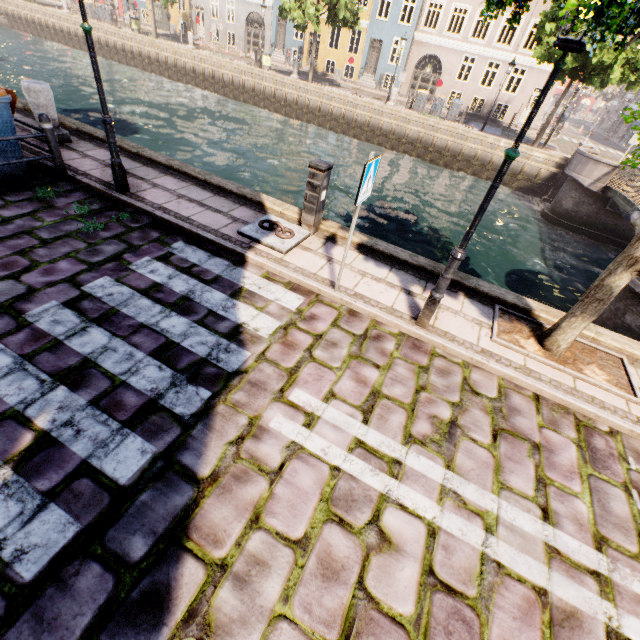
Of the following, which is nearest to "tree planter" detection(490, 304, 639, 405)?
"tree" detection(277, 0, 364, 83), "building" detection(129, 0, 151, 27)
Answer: "tree" detection(277, 0, 364, 83)

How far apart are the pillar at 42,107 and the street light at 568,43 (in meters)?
8.69

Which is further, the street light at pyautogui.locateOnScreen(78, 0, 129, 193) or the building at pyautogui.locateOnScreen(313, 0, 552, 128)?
the building at pyautogui.locateOnScreen(313, 0, 552, 128)

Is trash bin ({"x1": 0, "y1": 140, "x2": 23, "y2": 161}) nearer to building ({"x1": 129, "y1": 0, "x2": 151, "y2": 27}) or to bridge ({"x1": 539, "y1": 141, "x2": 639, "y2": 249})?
bridge ({"x1": 539, "y1": 141, "x2": 639, "y2": 249})

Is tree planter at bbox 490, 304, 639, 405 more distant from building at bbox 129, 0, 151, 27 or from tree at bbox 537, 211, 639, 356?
building at bbox 129, 0, 151, 27

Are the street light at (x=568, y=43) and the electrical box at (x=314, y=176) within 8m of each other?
Result: yes

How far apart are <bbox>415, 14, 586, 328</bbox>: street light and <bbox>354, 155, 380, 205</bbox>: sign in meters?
1.2 m

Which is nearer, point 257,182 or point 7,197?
point 7,197
